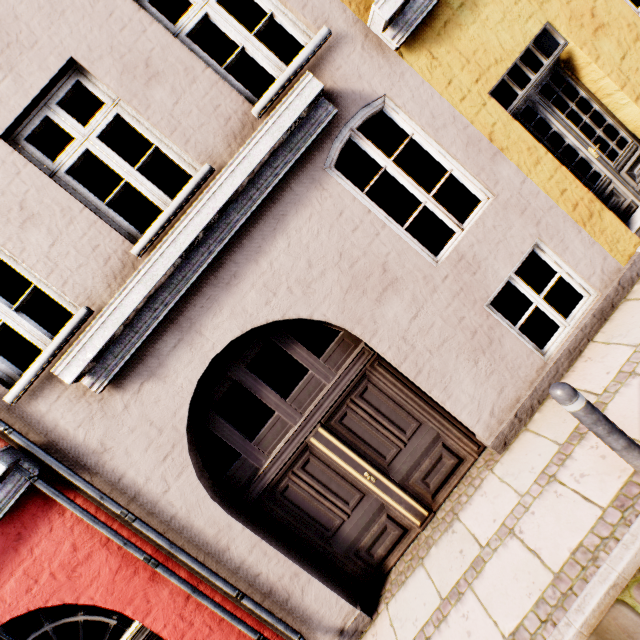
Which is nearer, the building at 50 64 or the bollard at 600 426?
the bollard at 600 426

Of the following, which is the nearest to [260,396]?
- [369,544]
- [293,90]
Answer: [369,544]

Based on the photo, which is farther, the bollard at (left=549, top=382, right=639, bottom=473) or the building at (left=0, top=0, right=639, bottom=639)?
the building at (left=0, top=0, right=639, bottom=639)
